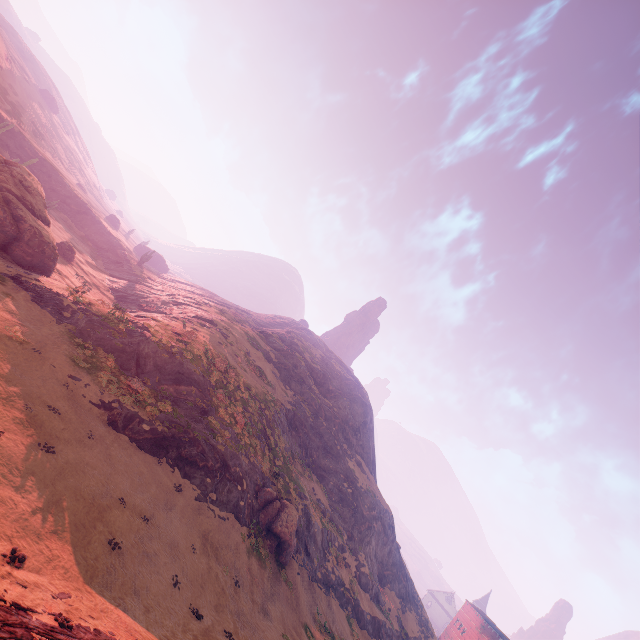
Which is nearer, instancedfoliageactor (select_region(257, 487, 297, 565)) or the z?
the z

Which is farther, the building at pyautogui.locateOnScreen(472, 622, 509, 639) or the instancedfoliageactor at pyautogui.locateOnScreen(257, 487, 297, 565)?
the building at pyautogui.locateOnScreen(472, 622, 509, 639)

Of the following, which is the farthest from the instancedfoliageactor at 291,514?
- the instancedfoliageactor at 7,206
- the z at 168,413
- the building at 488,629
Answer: the building at 488,629

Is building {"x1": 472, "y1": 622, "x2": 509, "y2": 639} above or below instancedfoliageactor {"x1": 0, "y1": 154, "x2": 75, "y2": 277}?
above

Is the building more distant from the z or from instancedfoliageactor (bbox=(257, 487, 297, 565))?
instancedfoliageactor (bbox=(257, 487, 297, 565))

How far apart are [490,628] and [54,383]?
81.02m

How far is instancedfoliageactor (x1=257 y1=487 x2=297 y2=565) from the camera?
25.3m

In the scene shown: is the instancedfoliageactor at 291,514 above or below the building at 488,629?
below
